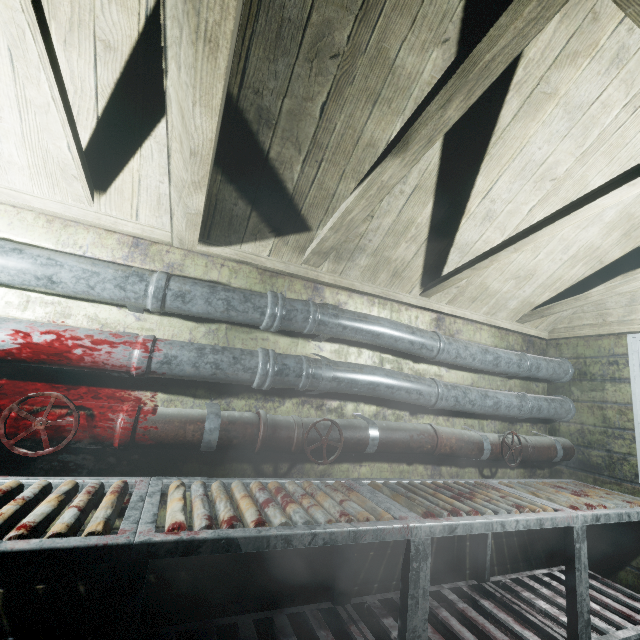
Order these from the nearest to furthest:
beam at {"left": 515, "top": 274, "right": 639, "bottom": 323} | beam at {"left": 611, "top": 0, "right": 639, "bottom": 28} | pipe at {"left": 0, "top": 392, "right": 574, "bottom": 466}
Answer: beam at {"left": 611, "top": 0, "right": 639, "bottom": 28}, pipe at {"left": 0, "top": 392, "right": 574, "bottom": 466}, beam at {"left": 515, "top": 274, "right": 639, "bottom": 323}

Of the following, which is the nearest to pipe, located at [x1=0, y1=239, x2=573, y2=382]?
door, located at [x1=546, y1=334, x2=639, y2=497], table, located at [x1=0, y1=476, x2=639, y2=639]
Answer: door, located at [x1=546, y1=334, x2=639, y2=497]

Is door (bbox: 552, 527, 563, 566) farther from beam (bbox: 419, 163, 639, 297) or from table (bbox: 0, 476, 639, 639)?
beam (bbox: 419, 163, 639, 297)

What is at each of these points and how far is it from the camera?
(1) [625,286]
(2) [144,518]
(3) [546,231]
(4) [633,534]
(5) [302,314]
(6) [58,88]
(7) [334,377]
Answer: (1) beam, 2.1m
(2) table, 1.0m
(3) beam, 1.6m
(4) door, 2.2m
(5) pipe, 1.8m
(6) beam, 1.1m
(7) pipe, 1.9m

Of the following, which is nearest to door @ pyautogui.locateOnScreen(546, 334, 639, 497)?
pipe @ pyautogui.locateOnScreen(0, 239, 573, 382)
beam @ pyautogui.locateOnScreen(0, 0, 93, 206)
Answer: pipe @ pyautogui.locateOnScreen(0, 239, 573, 382)

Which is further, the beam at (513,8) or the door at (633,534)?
the door at (633,534)

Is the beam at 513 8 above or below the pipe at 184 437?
above

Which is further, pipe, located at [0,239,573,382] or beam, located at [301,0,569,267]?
pipe, located at [0,239,573,382]
